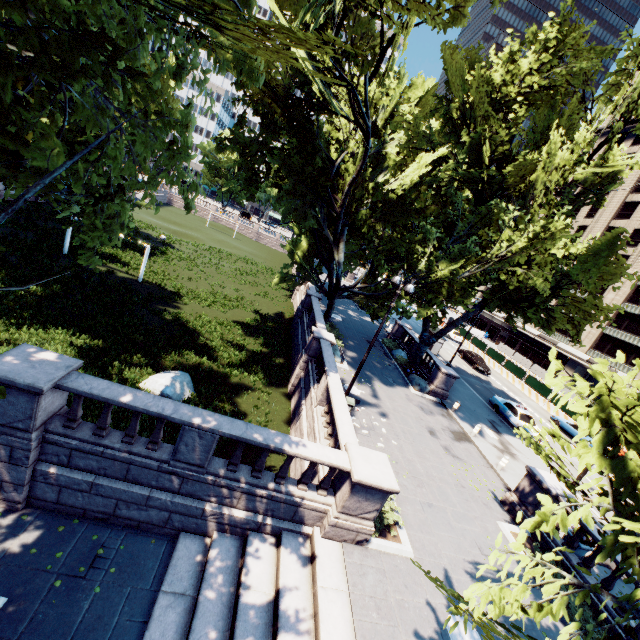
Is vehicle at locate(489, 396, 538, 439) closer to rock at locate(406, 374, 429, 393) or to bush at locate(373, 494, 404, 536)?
rock at locate(406, 374, 429, 393)

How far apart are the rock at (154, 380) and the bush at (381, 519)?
8.47m

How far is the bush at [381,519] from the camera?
10.1m

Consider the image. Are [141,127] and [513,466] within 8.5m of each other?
no

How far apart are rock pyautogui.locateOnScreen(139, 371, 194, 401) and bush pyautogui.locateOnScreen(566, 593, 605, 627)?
15.3 meters

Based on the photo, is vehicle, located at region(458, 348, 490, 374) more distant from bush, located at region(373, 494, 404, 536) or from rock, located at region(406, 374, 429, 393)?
bush, located at region(373, 494, 404, 536)

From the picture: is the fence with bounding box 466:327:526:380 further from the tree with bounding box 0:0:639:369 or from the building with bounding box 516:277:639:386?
the tree with bounding box 0:0:639:369

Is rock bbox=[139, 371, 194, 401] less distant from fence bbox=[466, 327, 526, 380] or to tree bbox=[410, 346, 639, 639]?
tree bbox=[410, 346, 639, 639]
